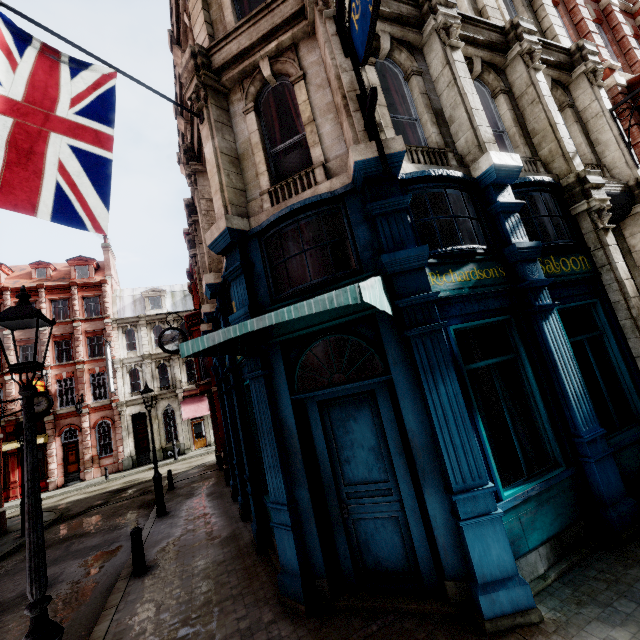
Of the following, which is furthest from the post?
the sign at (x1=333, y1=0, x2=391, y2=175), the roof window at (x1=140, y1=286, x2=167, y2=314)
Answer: the roof window at (x1=140, y1=286, x2=167, y2=314)

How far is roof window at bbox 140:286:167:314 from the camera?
33.7 meters

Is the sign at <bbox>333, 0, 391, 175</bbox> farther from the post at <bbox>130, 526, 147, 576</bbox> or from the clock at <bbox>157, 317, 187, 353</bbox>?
the clock at <bbox>157, 317, 187, 353</bbox>

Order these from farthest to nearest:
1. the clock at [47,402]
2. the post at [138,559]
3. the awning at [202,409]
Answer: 1. the awning at [202,409]
2. the clock at [47,402]
3. the post at [138,559]

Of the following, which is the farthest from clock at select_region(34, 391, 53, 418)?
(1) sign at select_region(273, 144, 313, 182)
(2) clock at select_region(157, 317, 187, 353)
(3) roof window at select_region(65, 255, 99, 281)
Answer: (1) sign at select_region(273, 144, 313, 182)

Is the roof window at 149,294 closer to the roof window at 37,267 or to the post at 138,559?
the roof window at 37,267

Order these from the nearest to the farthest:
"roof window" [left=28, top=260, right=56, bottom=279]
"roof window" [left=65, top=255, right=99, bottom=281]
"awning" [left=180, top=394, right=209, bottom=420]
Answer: "awning" [left=180, top=394, right=209, bottom=420] → "roof window" [left=28, top=260, right=56, bottom=279] → "roof window" [left=65, top=255, right=99, bottom=281]

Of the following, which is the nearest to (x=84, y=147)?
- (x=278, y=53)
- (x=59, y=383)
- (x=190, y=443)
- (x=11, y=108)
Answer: (x=11, y=108)
